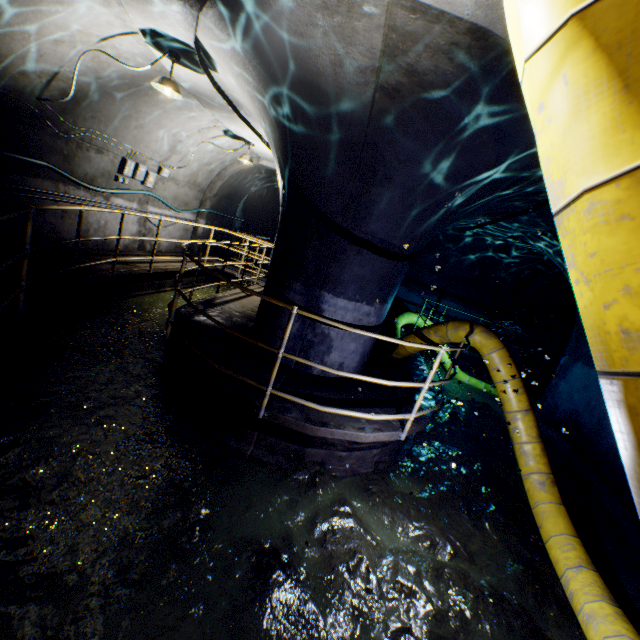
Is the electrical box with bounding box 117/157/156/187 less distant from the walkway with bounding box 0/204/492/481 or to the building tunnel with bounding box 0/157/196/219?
the building tunnel with bounding box 0/157/196/219

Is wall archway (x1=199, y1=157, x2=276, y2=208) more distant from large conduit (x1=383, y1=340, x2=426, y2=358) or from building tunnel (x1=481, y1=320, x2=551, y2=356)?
Result: large conduit (x1=383, y1=340, x2=426, y2=358)

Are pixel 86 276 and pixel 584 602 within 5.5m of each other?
no

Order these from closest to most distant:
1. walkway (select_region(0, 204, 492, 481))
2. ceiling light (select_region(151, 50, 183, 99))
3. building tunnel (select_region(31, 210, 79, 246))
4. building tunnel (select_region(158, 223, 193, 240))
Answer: walkway (select_region(0, 204, 492, 481)), ceiling light (select_region(151, 50, 183, 99)), building tunnel (select_region(31, 210, 79, 246)), building tunnel (select_region(158, 223, 193, 240))

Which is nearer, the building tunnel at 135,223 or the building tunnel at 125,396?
the building tunnel at 125,396

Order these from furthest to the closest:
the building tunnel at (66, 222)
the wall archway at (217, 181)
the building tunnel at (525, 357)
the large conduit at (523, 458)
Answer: the building tunnel at (525, 357), the wall archway at (217, 181), the building tunnel at (66, 222), the large conduit at (523, 458)

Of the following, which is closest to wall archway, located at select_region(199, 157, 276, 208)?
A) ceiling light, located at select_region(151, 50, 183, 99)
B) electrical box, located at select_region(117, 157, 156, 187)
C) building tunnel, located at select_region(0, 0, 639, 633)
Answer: building tunnel, located at select_region(0, 0, 639, 633)
